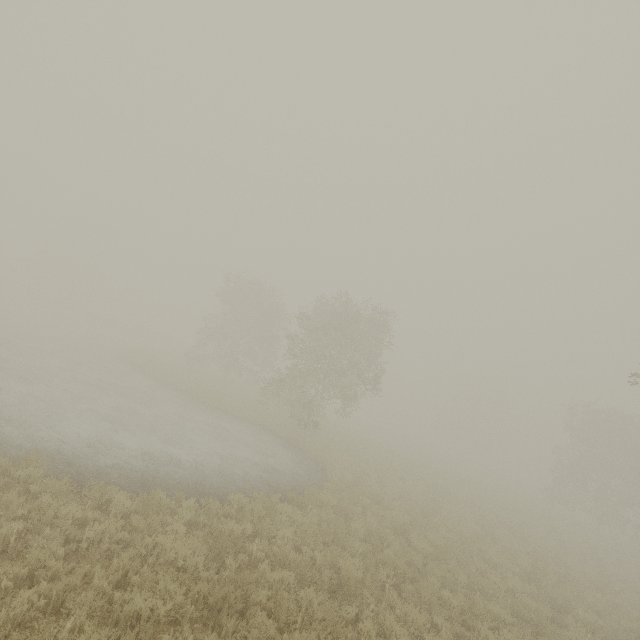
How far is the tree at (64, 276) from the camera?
55.2m

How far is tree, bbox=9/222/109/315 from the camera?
55.22m

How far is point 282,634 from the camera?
6.0m
